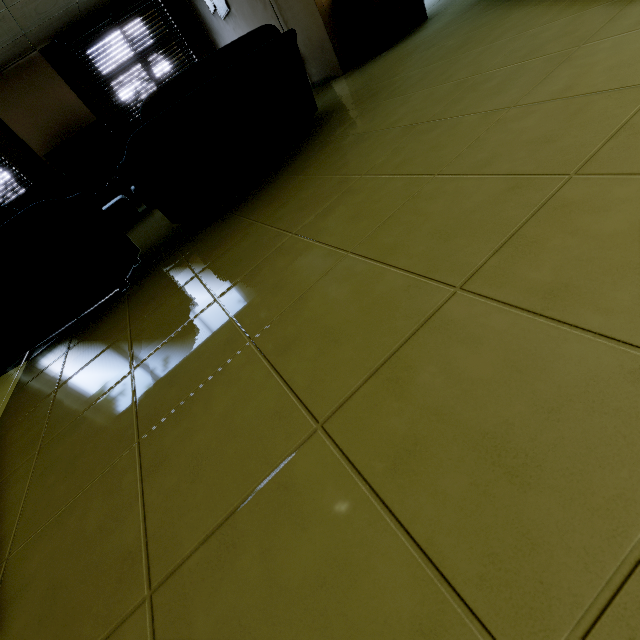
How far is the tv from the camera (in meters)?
6.16

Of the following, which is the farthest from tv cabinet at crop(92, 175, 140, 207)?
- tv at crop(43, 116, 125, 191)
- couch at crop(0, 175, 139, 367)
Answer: couch at crop(0, 175, 139, 367)

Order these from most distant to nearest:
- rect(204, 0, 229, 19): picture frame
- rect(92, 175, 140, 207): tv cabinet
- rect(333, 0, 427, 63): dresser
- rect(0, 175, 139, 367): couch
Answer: rect(92, 175, 140, 207): tv cabinet
rect(204, 0, 229, 19): picture frame
rect(333, 0, 427, 63): dresser
rect(0, 175, 139, 367): couch

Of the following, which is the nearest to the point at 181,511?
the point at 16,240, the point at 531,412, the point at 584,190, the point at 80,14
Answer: the point at 531,412

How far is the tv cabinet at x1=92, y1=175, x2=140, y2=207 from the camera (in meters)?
6.49

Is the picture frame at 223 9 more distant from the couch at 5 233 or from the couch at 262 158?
the couch at 5 233

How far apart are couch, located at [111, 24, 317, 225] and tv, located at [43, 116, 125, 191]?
4.42m

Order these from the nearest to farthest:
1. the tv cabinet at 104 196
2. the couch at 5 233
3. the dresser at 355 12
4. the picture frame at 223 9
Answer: the couch at 5 233, the dresser at 355 12, the picture frame at 223 9, the tv cabinet at 104 196
